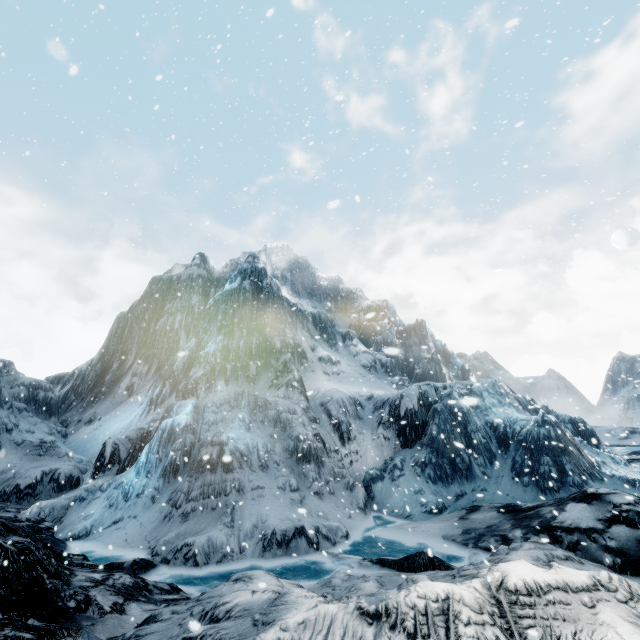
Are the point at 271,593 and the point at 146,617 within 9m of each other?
yes
